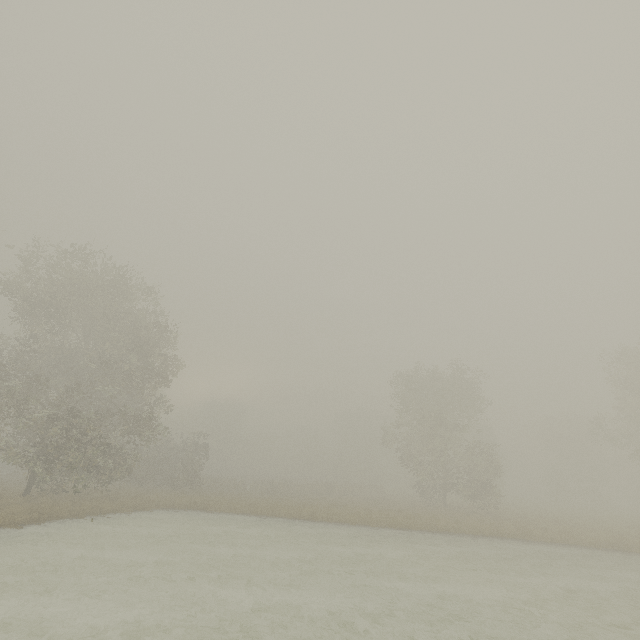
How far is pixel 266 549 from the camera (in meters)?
14.50
